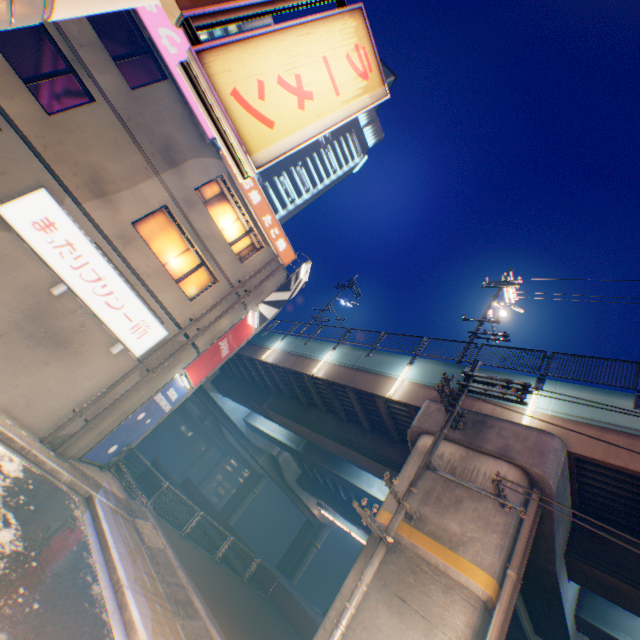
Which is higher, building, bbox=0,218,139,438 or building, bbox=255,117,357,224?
building, bbox=255,117,357,224

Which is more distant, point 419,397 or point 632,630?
Answer: point 419,397

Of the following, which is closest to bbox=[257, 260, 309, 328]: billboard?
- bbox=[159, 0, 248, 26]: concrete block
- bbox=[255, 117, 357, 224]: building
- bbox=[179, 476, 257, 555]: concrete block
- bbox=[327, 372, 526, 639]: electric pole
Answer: bbox=[327, 372, 526, 639]: electric pole

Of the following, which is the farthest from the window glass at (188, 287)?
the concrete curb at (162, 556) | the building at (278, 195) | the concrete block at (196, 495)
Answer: the building at (278, 195)

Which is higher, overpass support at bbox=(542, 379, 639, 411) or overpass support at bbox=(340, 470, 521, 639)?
overpass support at bbox=(542, 379, 639, 411)

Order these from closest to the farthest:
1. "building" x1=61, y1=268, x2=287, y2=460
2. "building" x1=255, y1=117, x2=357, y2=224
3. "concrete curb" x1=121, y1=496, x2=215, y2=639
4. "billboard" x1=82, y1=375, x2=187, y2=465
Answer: "concrete curb" x1=121, y1=496, x2=215, y2=639, "building" x1=61, y1=268, x2=287, y2=460, "billboard" x1=82, y1=375, x2=187, y2=465, "building" x1=255, y1=117, x2=357, y2=224

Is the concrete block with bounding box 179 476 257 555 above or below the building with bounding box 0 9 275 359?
below

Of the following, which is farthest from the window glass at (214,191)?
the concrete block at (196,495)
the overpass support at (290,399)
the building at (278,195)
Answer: the building at (278,195)
